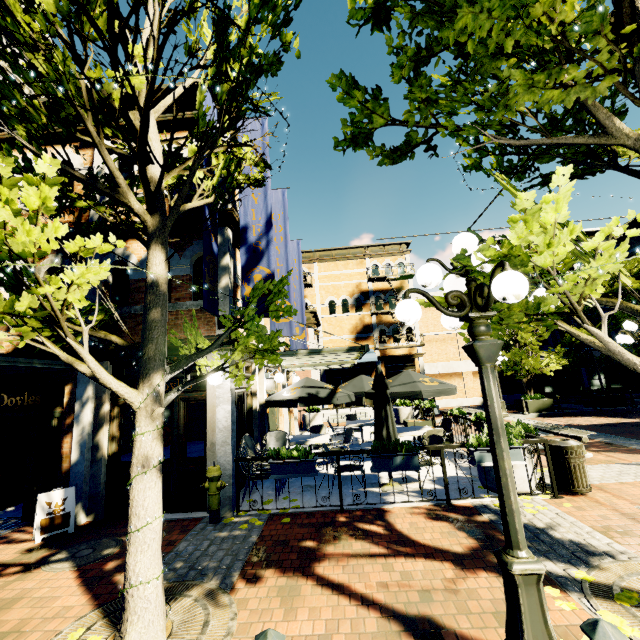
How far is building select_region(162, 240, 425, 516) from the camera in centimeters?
652cm

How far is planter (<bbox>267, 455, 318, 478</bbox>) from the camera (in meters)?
5.92

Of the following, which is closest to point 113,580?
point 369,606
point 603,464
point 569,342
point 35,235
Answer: point 369,606

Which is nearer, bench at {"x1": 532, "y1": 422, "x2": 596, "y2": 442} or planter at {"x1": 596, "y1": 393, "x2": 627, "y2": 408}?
bench at {"x1": 532, "y1": 422, "x2": 596, "y2": 442}

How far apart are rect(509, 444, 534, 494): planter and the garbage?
0.28m

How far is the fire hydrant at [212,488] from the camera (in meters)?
5.83

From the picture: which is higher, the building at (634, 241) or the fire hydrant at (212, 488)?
the building at (634, 241)

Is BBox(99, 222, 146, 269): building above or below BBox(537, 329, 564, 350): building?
above
